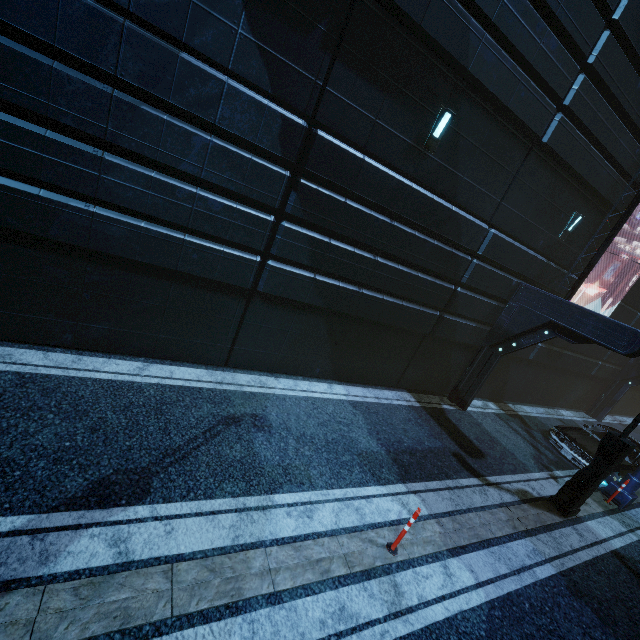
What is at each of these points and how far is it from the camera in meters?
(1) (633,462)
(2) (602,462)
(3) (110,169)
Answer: (1) car, 11.4 m
(2) street light, 7.8 m
(3) building, 5.4 m

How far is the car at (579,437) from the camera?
11.1m

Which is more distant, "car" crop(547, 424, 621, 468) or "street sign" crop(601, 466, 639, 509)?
"car" crop(547, 424, 621, 468)

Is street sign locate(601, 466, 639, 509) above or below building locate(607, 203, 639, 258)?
below

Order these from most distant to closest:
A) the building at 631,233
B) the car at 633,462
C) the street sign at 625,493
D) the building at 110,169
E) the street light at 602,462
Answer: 1. the building at 631,233
2. the car at 633,462
3. the street sign at 625,493
4. the street light at 602,462
5. the building at 110,169

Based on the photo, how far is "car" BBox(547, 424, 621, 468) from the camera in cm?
1109

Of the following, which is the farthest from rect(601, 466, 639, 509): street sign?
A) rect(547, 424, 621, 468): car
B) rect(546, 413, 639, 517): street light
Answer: rect(546, 413, 639, 517): street light

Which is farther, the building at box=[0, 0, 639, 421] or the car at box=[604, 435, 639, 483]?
A: the car at box=[604, 435, 639, 483]
